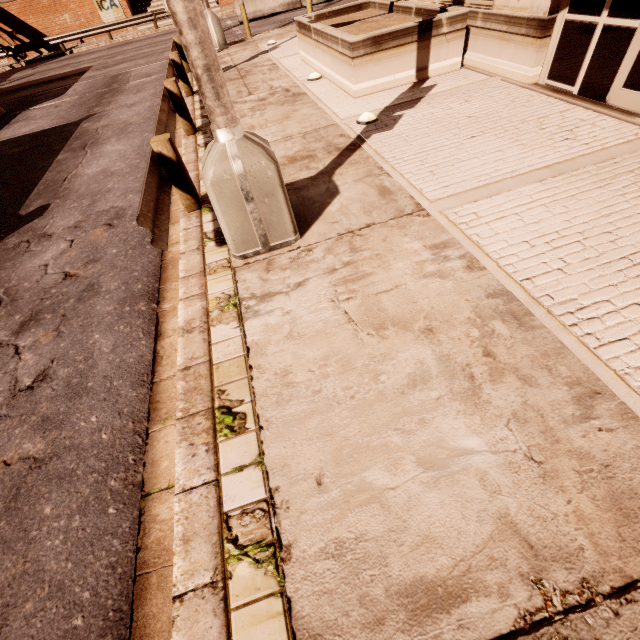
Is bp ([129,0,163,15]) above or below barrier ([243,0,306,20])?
above

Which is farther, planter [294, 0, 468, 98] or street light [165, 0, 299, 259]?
planter [294, 0, 468, 98]

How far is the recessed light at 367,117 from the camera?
5.9 meters

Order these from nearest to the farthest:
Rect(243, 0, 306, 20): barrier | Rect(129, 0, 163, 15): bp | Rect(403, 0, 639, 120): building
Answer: Rect(403, 0, 639, 120): building < Rect(243, 0, 306, 20): barrier < Rect(129, 0, 163, 15): bp

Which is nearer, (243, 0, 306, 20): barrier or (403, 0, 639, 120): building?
(403, 0, 639, 120): building

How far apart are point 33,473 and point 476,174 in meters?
5.7

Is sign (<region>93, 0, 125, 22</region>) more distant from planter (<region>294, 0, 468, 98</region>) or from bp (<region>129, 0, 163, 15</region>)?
planter (<region>294, 0, 468, 98</region>)

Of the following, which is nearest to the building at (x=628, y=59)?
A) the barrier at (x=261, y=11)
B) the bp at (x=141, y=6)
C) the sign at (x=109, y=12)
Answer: the barrier at (x=261, y=11)
